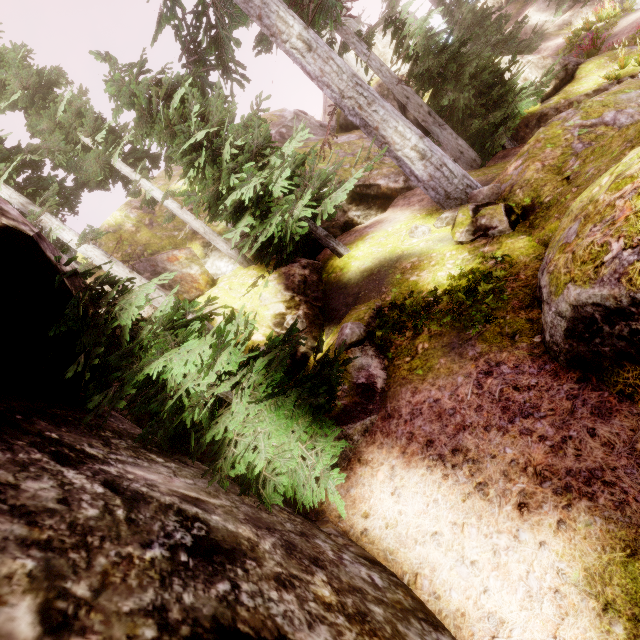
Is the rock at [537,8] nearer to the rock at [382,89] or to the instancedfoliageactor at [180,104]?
the instancedfoliageactor at [180,104]

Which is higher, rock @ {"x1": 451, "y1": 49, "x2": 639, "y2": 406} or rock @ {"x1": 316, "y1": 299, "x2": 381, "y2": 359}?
rock @ {"x1": 316, "y1": 299, "x2": 381, "y2": 359}

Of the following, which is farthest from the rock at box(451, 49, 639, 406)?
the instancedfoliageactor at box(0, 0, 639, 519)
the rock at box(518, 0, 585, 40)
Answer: the rock at box(518, 0, 585, 40)

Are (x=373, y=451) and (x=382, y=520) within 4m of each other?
yes

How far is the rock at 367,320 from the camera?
6.9m

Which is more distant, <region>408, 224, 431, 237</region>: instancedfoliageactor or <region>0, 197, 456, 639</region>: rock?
<region>408, 224, 431, 237</region>: instancedfoliageactor

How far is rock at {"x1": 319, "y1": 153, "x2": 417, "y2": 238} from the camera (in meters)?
12.10
